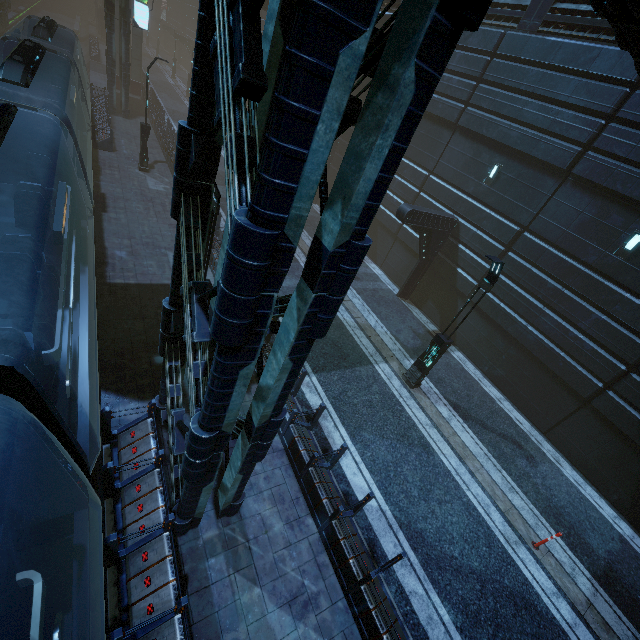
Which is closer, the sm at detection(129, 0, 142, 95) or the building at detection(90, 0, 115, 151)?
the building at detection(90, 0, 115, 151)

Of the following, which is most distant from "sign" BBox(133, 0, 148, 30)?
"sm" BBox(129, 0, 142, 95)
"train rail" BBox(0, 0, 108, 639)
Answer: "sm" BBox(129, 0, 142, 95)

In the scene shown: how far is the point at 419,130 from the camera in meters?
17.5

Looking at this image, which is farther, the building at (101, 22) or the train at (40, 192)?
the building at (101, 22)

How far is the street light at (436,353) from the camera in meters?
9.5 m

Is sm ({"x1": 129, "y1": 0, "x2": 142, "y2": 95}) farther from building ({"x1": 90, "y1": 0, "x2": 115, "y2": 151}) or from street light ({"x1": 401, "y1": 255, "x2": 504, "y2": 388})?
street light ({"x1": 401, "y1": 255, "x2": 504, "y2": 388})

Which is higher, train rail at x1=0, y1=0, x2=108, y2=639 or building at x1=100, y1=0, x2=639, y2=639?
building at x1=100, y1=0, x2=639, y2=639
